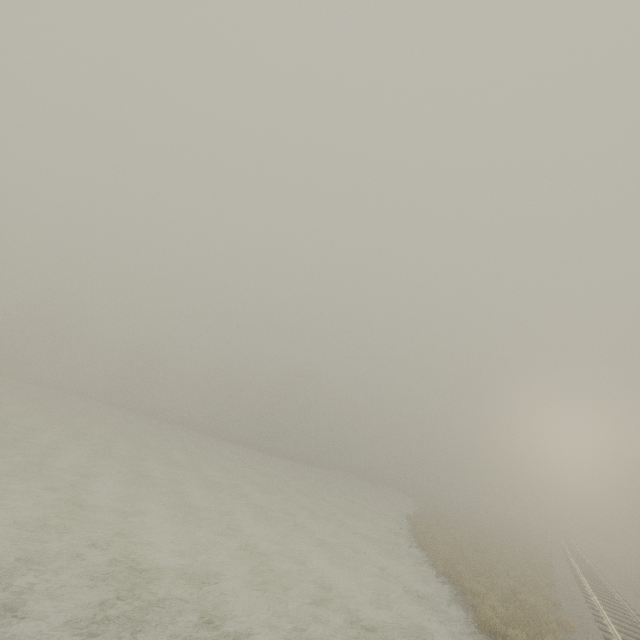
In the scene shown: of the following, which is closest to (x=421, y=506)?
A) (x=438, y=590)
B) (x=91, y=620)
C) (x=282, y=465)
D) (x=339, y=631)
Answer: (x=282, y=465)
